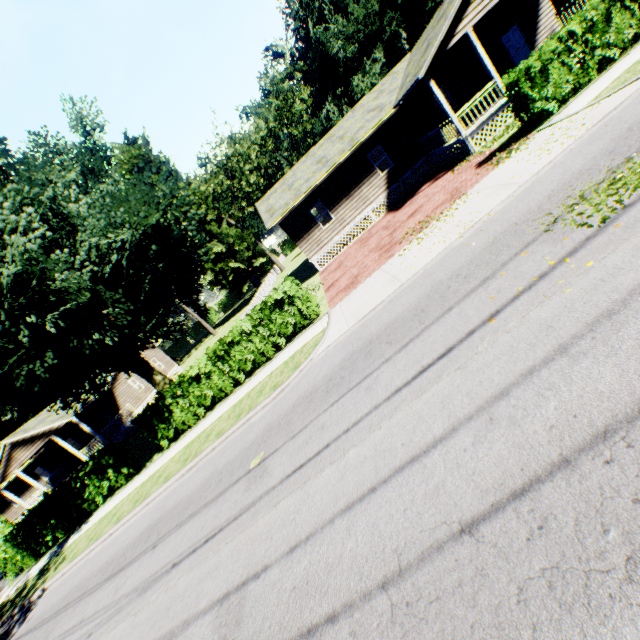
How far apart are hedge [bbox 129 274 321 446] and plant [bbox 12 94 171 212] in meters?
36.3 m

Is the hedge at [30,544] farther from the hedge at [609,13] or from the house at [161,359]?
the hedge at [609,13]

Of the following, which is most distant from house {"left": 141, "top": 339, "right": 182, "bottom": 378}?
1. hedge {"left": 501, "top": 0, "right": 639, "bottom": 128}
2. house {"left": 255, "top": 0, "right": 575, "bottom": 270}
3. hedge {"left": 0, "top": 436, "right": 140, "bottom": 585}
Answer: hedge {"left": 501, "top": 0, "right": 639, "bottom": 128}

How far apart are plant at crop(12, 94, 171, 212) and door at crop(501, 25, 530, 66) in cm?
3750

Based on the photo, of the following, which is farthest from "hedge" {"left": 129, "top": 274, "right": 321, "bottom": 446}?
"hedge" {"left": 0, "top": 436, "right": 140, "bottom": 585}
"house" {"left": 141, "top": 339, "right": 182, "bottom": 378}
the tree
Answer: "house" {"left": 141, "top": 339, "right": 182, "bottom": 378}

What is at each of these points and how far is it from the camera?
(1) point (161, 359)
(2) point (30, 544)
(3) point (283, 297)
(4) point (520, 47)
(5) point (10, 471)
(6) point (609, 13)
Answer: (1) house, 38.9m
(2) hedge, 16.0m
(3) hedge, 13.0m
(4) door, 19.1m
(5) house, 26.6m
(6) hedge, 10.8m

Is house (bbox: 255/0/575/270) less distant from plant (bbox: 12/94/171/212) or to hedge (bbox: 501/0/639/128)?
hedge (bbox: 501/0/639/128)

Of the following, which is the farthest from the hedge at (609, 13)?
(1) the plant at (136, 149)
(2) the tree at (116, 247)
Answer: (1) the plant at (136, 149)
